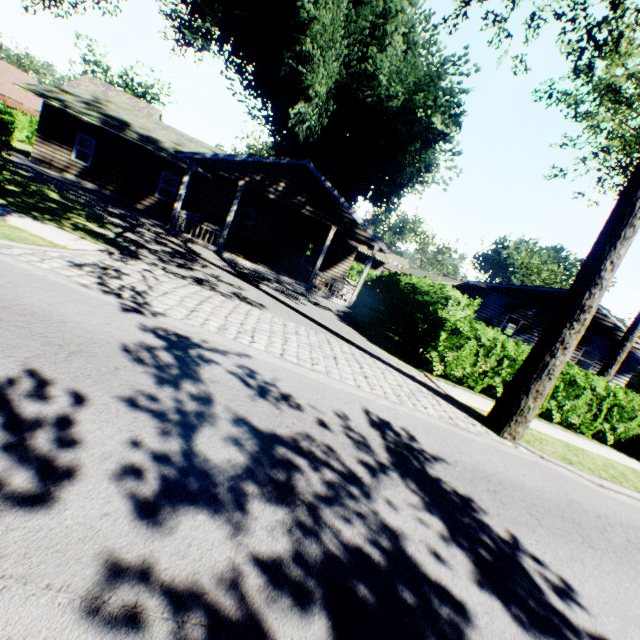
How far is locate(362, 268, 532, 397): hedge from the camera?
10.6m

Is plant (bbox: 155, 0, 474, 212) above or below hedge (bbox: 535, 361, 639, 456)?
above

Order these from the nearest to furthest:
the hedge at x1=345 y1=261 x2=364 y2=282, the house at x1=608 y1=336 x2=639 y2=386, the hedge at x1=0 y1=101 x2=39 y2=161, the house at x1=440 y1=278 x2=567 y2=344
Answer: the hedge at x1=0 y1=101 x2=39 y2=161 → the house at x1=608 y1=336 x2=639 y2=386 → the house at x1=440 y1=278 x2=567 y2=344 → the hedge at x1=345 y1=261 x2=364 y2=282

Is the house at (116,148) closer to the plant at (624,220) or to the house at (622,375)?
the plant at (624,220)

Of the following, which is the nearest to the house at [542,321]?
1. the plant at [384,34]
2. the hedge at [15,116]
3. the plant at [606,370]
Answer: the plant at [606,370]

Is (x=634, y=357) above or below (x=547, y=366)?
above

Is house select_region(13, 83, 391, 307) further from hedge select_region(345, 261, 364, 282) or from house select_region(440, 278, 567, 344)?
house select_region(440, 278, 567, 344)

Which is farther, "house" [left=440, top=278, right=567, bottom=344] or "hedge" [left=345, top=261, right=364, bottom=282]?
"hedge" [left=345, top=261, right=364, bottom=282]
